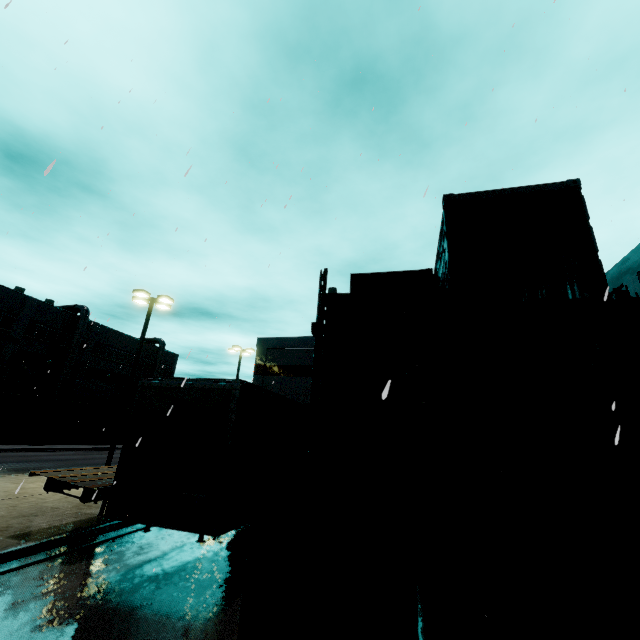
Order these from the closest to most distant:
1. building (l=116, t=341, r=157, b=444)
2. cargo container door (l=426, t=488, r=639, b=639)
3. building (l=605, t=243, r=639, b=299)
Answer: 1. cargo container door (l=426, t=488, r=639, b=639)
2. building (l=605, t=243, r=639, b=299)
3. building (l=116, t=341, r=157, b=444)

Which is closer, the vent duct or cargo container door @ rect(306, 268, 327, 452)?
cargo container door @ rect(306, 268, 327, 452)

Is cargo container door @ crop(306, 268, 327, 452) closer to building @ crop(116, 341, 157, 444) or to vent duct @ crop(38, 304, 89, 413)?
building @ crop(116, 341, 157, 444)

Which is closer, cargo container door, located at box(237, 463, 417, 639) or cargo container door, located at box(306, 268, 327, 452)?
cargo container door, located at box(306, 268, 327, 452)

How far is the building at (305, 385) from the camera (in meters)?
26.50

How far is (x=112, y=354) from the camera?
44.3 meters

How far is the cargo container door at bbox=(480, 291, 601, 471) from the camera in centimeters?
425cm

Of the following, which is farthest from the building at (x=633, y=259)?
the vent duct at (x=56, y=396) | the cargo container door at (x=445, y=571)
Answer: the cargo container door at (x=445, y=571)
